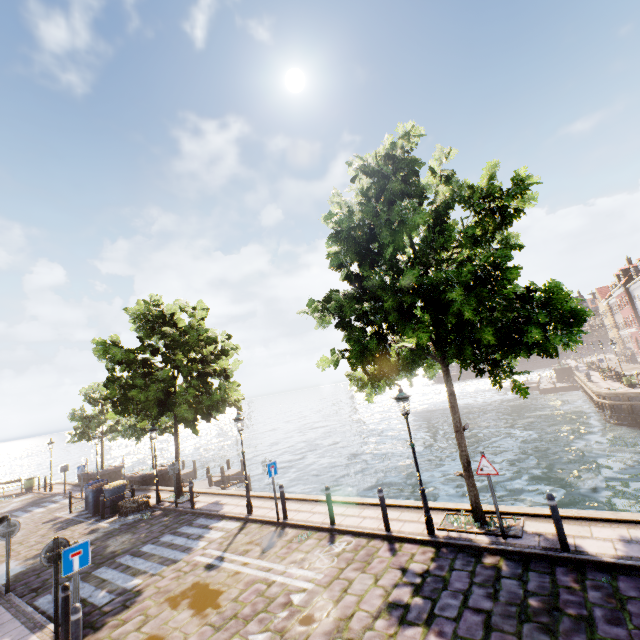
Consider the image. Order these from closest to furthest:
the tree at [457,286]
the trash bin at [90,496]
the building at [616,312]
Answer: the tree at [457,286]
the trash bin at [90,496]
the building at [616,312]

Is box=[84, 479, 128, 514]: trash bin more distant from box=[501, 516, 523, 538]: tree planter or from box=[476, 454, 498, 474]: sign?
box=[476, 454, 498, 474]: sign

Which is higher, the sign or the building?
the building

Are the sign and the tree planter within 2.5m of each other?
yes

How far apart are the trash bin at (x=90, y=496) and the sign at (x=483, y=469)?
18.1m

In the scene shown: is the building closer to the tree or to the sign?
the tree

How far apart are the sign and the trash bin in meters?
18.1 m

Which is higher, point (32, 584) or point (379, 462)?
point (32, 584)
